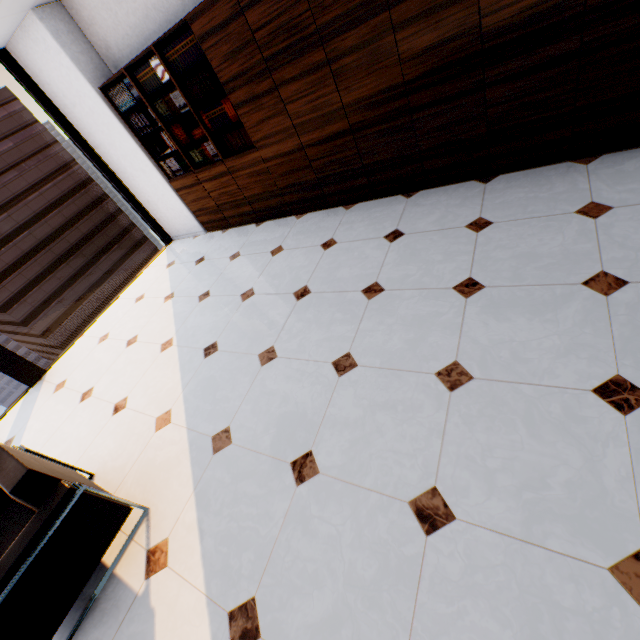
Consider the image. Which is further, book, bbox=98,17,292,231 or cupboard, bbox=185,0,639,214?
book, bbox=98,17,292,231

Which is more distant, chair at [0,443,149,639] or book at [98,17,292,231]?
book at [98,17,292,231]

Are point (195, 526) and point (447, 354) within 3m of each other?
yes

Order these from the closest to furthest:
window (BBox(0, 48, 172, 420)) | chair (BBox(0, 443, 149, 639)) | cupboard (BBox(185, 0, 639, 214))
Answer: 1. chair (BBox(0, 443, 149, 639))
2. cupboard (BBox(185, 0, 639, 214))
3. window (BBox(0, 48, 172, 420))

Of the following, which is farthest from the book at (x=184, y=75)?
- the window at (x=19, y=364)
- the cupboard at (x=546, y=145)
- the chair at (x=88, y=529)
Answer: the chair at (x=88, y=529)

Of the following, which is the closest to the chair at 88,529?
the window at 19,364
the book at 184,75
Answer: the window at 19,364

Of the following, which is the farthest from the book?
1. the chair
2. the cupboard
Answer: the chair

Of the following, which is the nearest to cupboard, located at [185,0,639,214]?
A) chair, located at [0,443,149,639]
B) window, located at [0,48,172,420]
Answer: window, located at [0,48,172,420]
